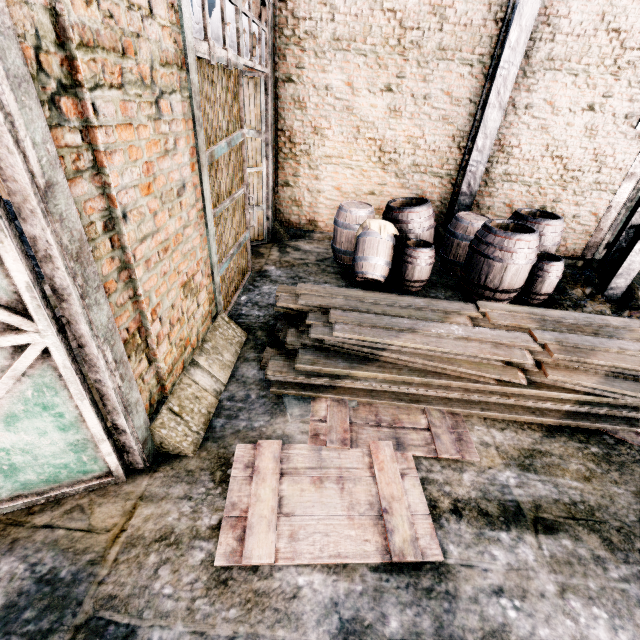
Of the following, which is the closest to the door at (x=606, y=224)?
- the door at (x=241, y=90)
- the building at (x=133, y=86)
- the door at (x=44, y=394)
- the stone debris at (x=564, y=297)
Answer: the stone debris at (x=564, y=297)

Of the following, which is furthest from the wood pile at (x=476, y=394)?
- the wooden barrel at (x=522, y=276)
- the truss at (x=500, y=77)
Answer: the truss at (x=500, y=77)

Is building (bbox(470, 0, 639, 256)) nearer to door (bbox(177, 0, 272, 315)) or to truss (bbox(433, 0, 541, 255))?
door (bbox(177, 0, 272, 315))

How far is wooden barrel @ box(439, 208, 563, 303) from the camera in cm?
582

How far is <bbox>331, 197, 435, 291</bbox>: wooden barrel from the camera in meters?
6.5 m

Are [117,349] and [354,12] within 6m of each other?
no

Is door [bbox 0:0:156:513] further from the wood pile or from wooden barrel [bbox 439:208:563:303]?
wooden barrel [bbox 439:208:563:303]

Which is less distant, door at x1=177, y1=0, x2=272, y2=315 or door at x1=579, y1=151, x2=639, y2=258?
Answer: door at x1=177, y1=0, x2=272, y2=315
